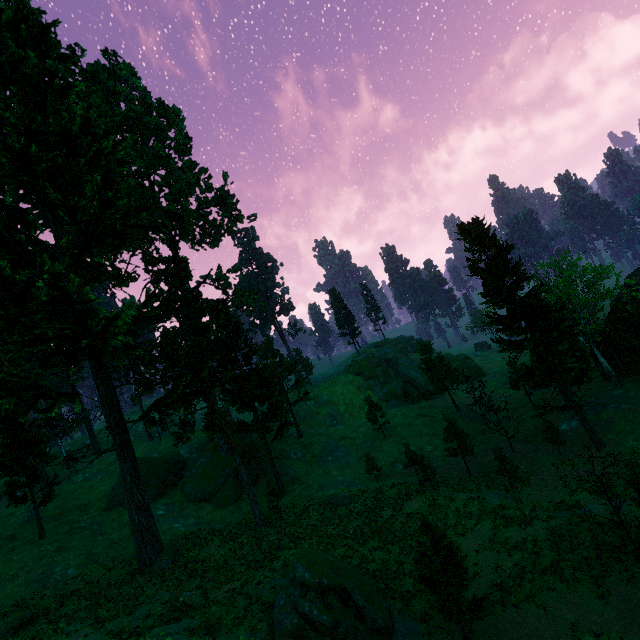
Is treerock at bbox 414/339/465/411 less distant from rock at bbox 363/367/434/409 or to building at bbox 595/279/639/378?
building at bbox 595/279/639/378

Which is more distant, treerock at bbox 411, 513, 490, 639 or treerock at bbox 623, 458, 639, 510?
treerock at bbox 411, 513, 490, 639

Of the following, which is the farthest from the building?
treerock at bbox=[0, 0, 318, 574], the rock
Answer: the rock

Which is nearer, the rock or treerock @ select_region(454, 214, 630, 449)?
treerock @ select_region(454, 214, 630, 449)

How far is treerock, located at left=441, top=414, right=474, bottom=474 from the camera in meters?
32.8 m

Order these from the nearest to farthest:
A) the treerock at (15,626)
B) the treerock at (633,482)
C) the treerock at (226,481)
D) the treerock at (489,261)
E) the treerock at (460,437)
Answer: the treerock at (633,482), the treerock at (15,626), the treerock at (226,481), the treerock at (489,261), the treerock at (460,437)

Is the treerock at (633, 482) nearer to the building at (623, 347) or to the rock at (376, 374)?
the building at (623, 347)

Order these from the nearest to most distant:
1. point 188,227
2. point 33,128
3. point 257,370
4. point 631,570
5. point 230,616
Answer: point 631,570
point 230,616
point 33,128
point 188,227
point 257,370
